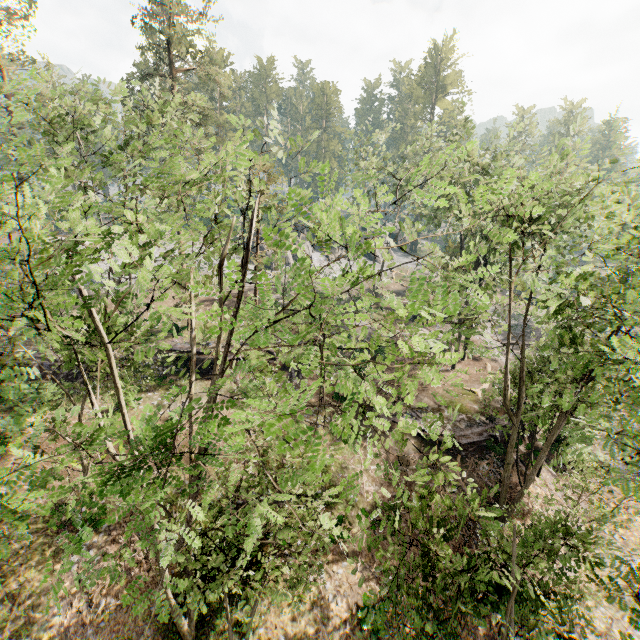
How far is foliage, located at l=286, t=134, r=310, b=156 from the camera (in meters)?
10.27

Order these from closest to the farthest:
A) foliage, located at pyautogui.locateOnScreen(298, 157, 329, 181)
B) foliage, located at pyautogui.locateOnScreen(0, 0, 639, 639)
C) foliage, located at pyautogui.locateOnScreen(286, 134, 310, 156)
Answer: foliage, located at pyautogui.locateOnScreen(298, 157, 329, 181), foliage, located at pyautogui.locateOnScreen(0, 0, 639, 639), foliage, located at pyautogui.locateOnScreen(286, 134, 310, 156)

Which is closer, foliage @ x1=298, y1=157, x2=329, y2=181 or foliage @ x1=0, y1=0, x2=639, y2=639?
foliage @ x1=298, y1=157, x2=329, y2=181

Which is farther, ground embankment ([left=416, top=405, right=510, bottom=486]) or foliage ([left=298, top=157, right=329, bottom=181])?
ground embankment ([left=416, top=405, right=510, bottom=486])

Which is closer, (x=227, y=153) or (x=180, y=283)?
(x=227, y=153)

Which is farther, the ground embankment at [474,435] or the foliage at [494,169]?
the ground embankment at [474,435]

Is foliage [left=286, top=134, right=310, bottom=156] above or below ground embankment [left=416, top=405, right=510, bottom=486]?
above

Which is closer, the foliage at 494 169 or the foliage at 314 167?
the foliage at 314 167
